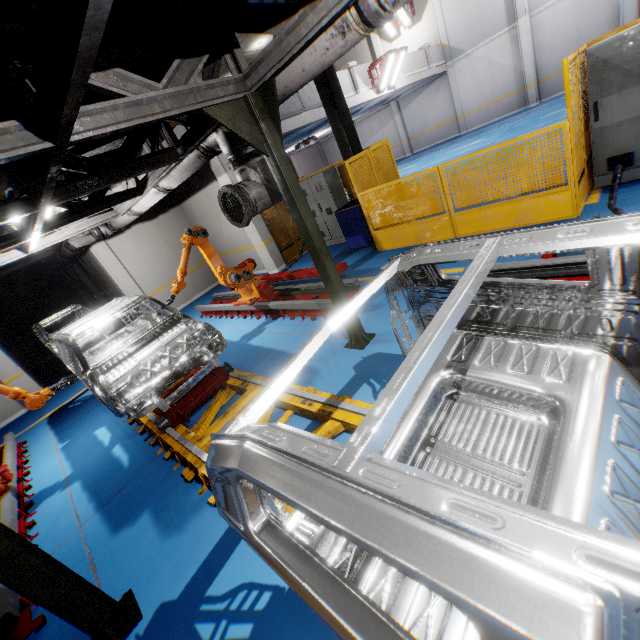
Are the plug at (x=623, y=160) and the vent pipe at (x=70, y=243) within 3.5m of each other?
no

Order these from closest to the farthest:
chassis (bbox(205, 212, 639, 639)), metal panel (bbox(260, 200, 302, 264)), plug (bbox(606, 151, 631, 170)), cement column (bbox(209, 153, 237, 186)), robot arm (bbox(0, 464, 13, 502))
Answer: chassis (bbox(205, 212, 639, 639)) < robot arm (bbox(0, 464, 13, 502)) < plug (bbox(606, 151, 631, 170)) < cement column (bbox(209, 153, 237, 186)) < metal panel (bbox(260, 200, 302, 264))

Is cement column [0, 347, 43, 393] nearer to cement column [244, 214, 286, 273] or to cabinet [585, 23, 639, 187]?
cement column [244, 214, 286, 273]

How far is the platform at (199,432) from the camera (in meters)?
3.82

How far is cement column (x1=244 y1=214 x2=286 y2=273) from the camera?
10.2 meters

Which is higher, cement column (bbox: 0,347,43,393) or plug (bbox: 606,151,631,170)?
cement column (bbox: 0,347,43,393)

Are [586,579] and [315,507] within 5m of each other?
yes

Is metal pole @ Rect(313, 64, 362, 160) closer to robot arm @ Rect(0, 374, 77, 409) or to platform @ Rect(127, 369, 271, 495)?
platform @ Rect(127, 369, 271, 495)
